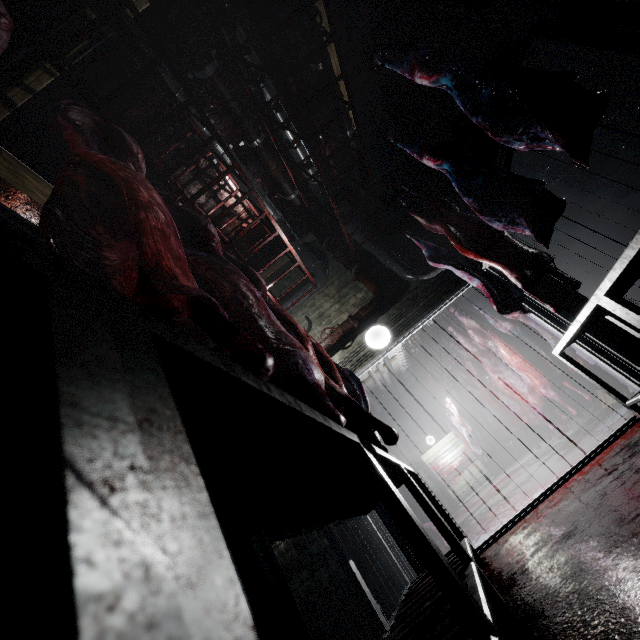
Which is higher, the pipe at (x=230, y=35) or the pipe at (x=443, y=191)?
the pipe at (x=230, y=35)

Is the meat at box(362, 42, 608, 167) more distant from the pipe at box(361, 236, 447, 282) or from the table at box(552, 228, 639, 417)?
the pipe at box(361, 236, 447, 282)

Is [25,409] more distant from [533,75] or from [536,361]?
[536,361]

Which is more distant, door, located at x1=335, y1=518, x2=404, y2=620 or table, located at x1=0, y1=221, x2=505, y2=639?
door, located at x1=335, y1=518, x2=404, y2=620

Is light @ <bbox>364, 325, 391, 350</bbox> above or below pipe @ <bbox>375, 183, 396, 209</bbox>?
below

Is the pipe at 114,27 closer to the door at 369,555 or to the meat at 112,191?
the door at 369,555

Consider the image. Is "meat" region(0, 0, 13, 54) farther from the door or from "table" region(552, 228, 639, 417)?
the door

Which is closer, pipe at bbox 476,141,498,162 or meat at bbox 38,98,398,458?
meat at bbox 38,98,398,458
